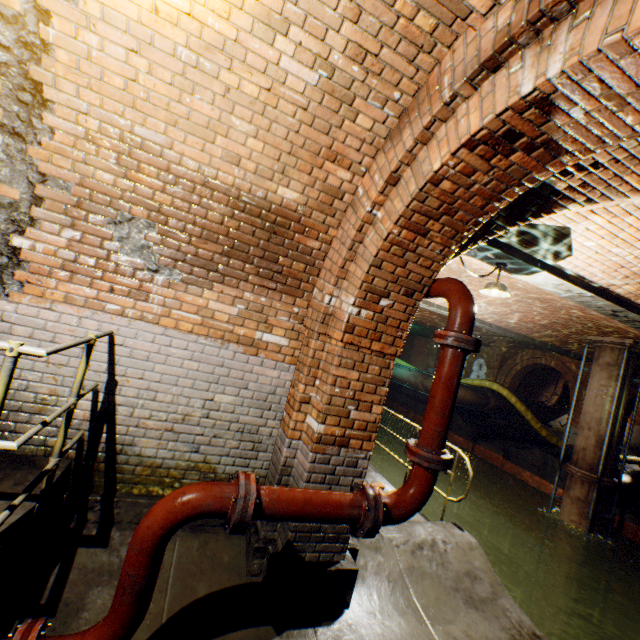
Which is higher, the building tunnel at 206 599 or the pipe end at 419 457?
the pipe end at 419 457

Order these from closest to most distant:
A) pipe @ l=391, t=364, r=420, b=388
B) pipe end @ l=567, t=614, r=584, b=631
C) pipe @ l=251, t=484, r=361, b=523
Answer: pipe @ l=251, t=484, r=361, b=523 → pipe end @ l=567, t=614, r=584, b=631 → pipe @ l=391, t=364, r=420, b=388

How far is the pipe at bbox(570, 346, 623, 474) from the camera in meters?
9.9 m

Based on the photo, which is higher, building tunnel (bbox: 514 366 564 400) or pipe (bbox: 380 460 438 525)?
building tunnel (bbox: 514 366 564 400)

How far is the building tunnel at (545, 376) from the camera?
18.7 meters

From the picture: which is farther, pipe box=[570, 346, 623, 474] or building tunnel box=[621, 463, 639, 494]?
building tunnel box=[621, 463, 639, 494]

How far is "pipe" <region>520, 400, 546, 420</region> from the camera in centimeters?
1733cm

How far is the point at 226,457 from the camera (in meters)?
3.43
